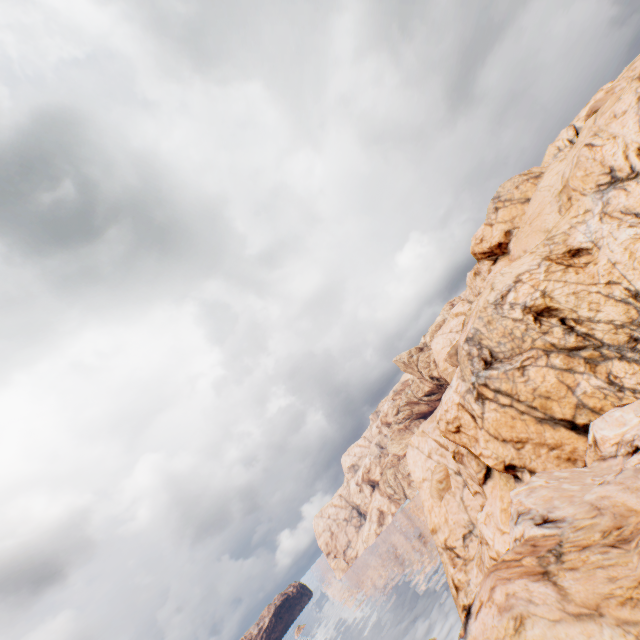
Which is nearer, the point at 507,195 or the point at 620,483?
the point at 620,483
